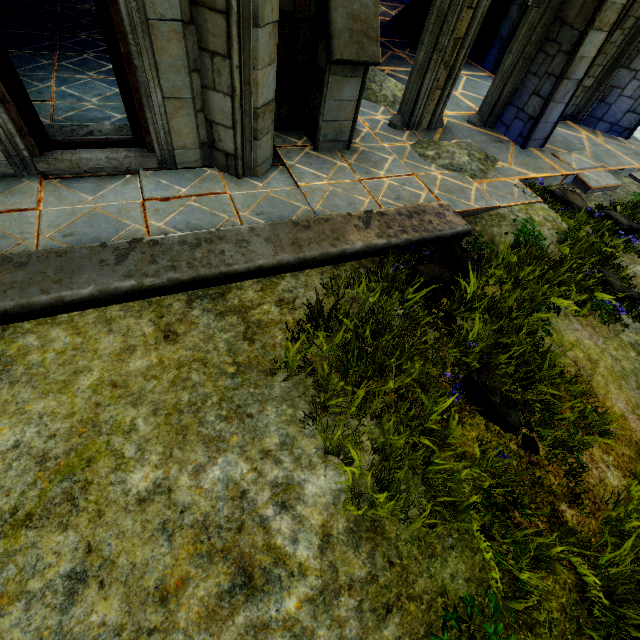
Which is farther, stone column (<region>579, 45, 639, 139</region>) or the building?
stone column (<region>579, 45, 639, 139</region>)

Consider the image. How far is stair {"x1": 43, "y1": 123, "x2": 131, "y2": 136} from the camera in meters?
4.4 m

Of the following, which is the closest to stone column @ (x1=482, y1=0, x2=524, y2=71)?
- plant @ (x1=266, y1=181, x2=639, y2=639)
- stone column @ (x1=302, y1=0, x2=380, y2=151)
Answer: stone column @ (x1=302, y1=0, x2=380, y2=151)

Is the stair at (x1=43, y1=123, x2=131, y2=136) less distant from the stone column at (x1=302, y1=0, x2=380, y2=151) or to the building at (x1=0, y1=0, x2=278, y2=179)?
the building at (x1=0, y1=0, x2=278, y2=179)

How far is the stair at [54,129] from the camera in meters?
4.4

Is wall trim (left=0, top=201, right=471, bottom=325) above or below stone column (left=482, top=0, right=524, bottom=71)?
below

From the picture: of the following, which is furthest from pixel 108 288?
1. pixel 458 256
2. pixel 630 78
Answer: pixel 630 78

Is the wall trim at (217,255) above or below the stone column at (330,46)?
below
